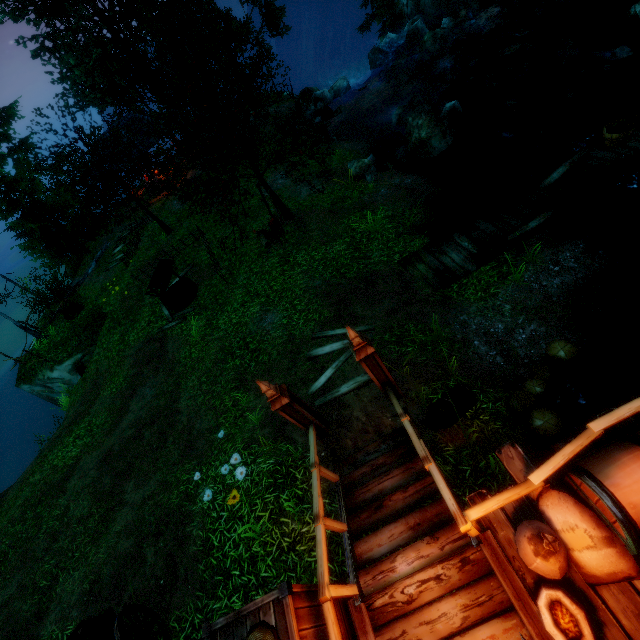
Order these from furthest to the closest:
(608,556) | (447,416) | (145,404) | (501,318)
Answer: (145,404)
(501,318)
(447,416)
(608,556)

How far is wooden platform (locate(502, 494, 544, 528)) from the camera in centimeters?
370cm

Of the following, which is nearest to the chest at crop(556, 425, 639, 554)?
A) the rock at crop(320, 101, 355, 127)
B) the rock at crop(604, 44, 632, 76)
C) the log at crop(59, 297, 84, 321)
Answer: the rock at crop(604, 44, 632, 76)

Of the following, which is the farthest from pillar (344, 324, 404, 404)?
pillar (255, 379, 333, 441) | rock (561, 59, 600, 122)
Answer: rock (561, 59, 600, 122)

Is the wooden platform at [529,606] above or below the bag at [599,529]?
below

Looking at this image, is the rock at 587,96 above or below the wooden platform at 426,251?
below

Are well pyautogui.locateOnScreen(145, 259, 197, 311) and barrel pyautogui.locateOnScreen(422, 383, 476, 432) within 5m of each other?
no

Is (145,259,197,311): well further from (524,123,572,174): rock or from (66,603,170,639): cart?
(524,123,572,174): rock
